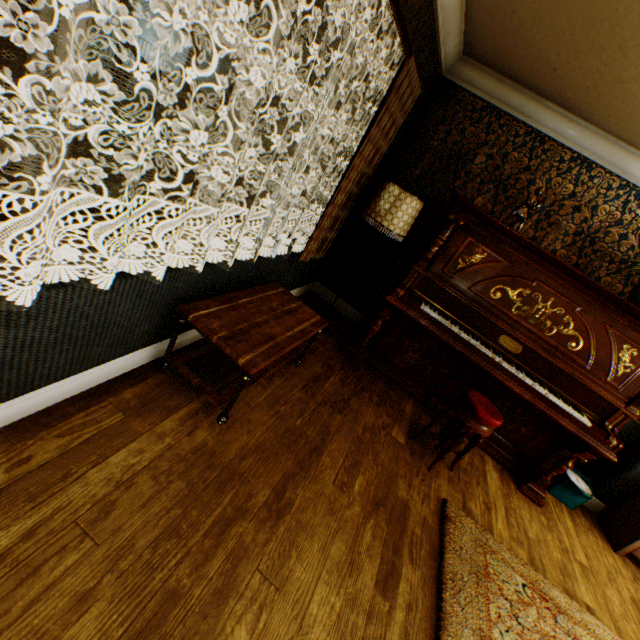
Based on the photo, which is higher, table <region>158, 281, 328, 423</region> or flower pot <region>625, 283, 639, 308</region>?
flower pot <region>625, 283, 639, 308</region>

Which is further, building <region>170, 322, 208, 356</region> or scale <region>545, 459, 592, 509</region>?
scale <region>545, 459, 592, 509</region>

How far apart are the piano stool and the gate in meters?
19.2 m

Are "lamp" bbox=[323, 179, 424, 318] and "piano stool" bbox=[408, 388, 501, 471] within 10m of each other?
yes

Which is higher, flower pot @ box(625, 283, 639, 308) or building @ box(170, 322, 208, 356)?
flower pot @ box(625, 283, 639, 308)

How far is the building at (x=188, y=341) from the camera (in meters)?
2.41

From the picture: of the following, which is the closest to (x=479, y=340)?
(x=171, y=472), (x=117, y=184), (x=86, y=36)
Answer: (x=171, y=472)

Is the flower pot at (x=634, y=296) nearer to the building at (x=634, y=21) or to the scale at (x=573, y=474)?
the building at (x=634, y=21)
